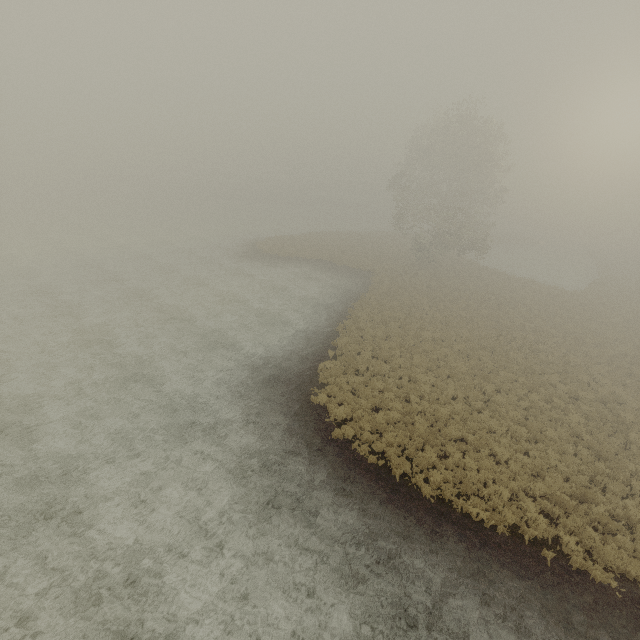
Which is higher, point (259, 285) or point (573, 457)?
point (573, 457)
